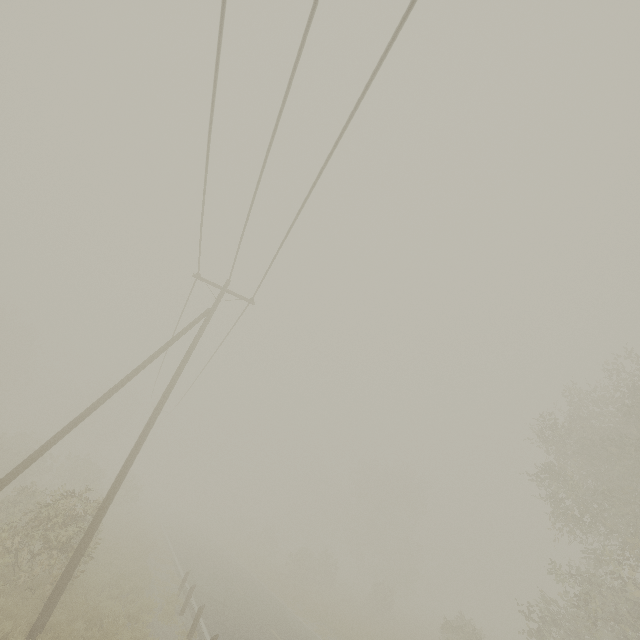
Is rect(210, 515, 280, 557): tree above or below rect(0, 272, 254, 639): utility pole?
above

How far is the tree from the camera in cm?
4569

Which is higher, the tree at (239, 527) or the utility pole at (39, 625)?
the tree at (239, 527)

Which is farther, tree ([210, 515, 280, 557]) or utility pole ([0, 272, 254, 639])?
tree ([210, 515, 280, 557])

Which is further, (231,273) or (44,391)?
(44,391)

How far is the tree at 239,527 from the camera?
45.69m
